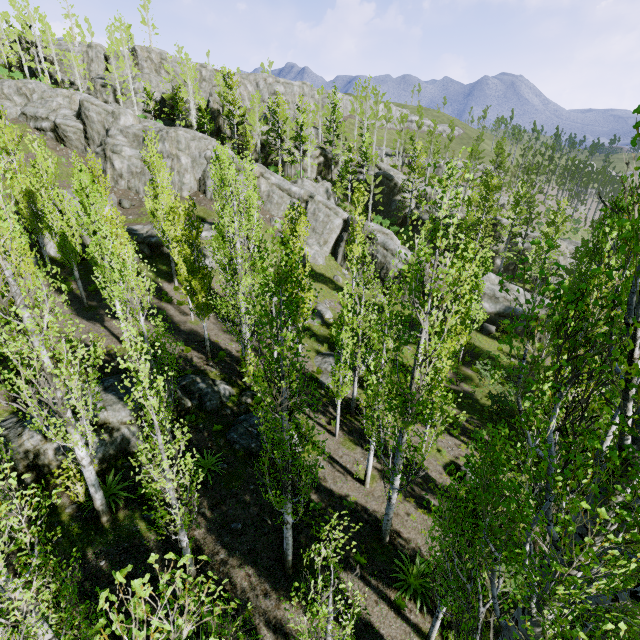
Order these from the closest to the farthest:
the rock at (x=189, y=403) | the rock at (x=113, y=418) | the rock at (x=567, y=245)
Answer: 1. the rock at (x=113, y=418)
2. the rock at (x=189, y=403)
3. the rock at (x=567, y=245)

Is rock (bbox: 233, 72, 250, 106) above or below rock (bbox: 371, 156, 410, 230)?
above

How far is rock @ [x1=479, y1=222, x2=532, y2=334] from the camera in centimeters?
3108cm

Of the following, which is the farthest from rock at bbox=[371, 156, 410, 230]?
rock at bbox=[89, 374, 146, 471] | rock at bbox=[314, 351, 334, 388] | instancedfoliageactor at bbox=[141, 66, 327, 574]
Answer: rock at bbox=[89, 374, 146, 471]

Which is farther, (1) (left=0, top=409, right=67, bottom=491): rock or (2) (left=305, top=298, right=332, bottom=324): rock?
(2) (left=305, top=298, right=332, bottom=324): rock

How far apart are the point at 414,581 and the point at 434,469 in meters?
6.2 m

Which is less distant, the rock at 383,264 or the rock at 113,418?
the rock at 113,418
